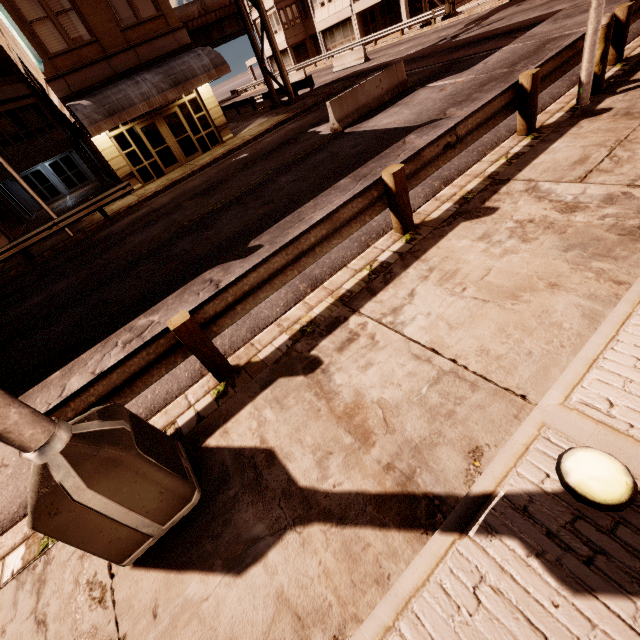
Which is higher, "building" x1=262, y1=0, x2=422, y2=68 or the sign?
"building" x1=262, y1=0, x2=422, y2=68

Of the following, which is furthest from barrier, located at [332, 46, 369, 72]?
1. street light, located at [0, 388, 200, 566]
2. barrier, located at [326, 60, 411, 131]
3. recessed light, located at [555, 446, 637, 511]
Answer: recessed light, located at [555, 446, 637, 511]

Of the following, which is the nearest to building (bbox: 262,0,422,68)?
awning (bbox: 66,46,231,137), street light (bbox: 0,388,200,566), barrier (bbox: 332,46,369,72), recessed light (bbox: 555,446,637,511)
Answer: barrier (bbox: 332,46,369,72)

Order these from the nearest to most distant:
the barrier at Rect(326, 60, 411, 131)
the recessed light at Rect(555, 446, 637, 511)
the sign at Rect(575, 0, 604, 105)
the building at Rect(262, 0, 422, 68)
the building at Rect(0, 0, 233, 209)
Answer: the recessed light at Rect(555, 446, 637, 511) < the sign at Rect(575, 0, 604, 105) < the barrier at Rect(326, 60, 411, 131) < the building at Rect(0, 0, 233, 209) < the building at Rect(262, 0, 422, 68)

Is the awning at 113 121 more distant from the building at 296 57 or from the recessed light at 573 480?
the building at 296 57

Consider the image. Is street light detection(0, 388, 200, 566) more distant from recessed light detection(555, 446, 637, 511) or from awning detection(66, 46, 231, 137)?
awning detection(66, 46, 231, 137)

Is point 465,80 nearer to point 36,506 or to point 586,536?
point 586,536

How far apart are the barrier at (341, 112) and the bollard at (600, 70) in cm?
759
